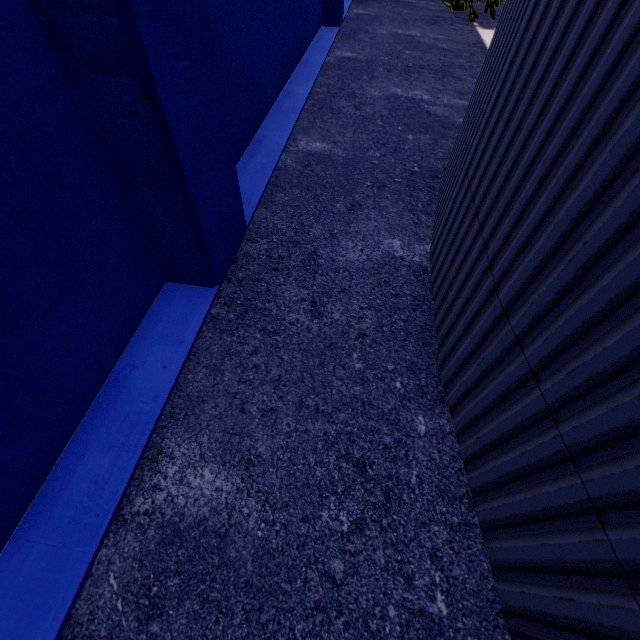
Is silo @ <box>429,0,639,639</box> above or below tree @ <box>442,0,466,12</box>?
above

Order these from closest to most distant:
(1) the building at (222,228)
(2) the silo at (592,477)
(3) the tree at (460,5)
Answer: (2) the silo at (592,477)
(1) the building at (222,228)
(3) the tree at (460,5)

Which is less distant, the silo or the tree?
the silo

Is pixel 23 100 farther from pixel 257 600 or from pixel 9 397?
pixel 257 600

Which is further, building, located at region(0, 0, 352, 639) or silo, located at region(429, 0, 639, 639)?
building, located at region(0, 0, 352, 639)

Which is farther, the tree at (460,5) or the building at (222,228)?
the tree at (460,5)

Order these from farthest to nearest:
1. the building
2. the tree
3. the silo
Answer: the tree
the building
the silo

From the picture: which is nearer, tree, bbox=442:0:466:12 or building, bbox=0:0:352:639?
building, bbox=0:0:352:639
